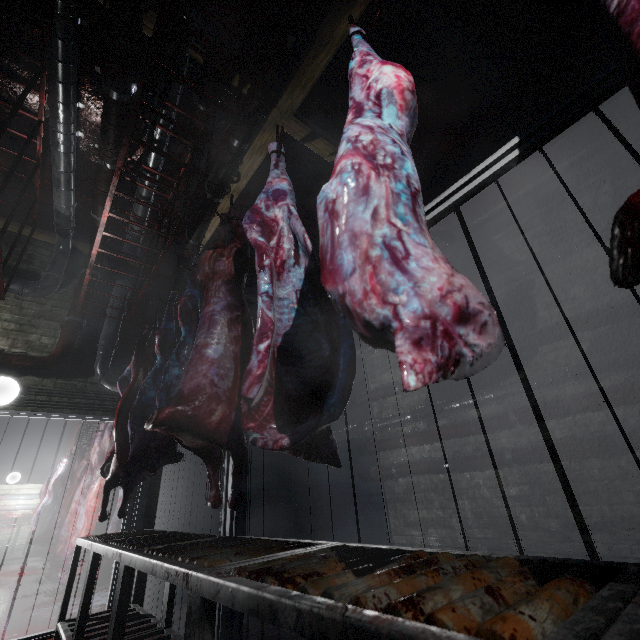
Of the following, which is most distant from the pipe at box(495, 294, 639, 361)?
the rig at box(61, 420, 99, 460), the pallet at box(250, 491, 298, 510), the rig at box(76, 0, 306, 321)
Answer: the pallet at box(250, 491, 298, 510)

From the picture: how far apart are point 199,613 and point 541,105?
4.68m

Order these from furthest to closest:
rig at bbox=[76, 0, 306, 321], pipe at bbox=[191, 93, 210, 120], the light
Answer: the light < pipe at bbox=[191, 93, 210, 120] < rig at bbox=[76, 0, 306, 321]

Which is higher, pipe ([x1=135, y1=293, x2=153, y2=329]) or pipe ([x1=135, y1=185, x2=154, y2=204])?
pipe ([x1=135, y1=185, x2=154, y2=204])

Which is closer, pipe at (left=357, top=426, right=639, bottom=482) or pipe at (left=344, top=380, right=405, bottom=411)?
pipe at (left=357, top=426, right=639, bottom=482)

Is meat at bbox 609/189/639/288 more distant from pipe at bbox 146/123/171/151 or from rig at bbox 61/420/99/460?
rig at bbox 61/420/99/460

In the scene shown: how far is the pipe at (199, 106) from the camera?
2.84m

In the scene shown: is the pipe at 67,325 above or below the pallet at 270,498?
above
